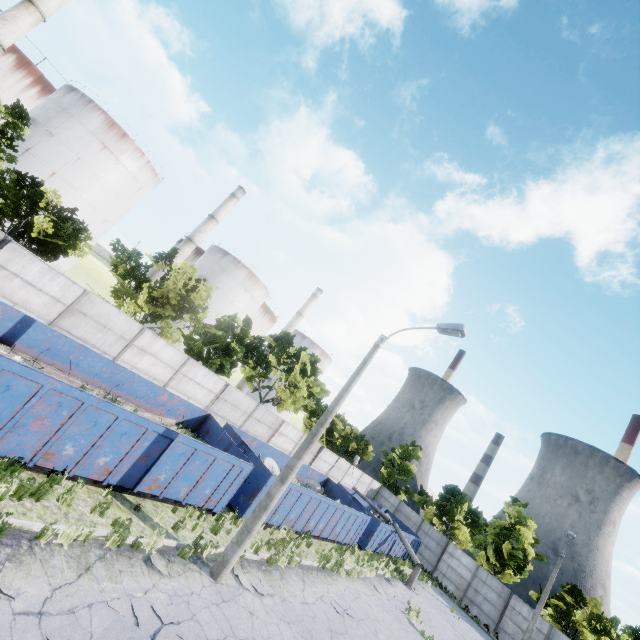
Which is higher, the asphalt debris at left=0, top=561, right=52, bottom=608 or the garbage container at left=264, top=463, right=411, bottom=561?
the garbage container at left=264, top=463, right=411, bottom=561

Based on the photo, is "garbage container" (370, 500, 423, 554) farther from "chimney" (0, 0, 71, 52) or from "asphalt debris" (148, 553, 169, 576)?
"chimney" (0, 0, 71, 52)

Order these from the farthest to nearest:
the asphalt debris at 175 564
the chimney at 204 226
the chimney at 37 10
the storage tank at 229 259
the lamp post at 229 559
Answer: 1. the storage tank at 229 259
2. the chimney at 204 226
3. the chimney at 37 10
4. the lamp post at 229 559
5. the asphalt debris at 175 564

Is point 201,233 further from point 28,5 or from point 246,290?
point 28,5

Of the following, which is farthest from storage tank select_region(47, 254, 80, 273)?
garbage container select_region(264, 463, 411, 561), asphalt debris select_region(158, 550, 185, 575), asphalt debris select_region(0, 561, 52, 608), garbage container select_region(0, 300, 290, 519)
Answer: asphalt debris select_region(0, 561, 52, 608)

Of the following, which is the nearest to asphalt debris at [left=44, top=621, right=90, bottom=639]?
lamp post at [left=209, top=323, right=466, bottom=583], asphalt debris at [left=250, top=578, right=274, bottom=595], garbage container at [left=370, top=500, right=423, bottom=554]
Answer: lamp post at [left=209, top=323, right=466, bottom=583]

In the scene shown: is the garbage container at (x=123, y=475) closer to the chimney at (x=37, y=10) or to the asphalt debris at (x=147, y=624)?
the asphalt debris at (x=147, y=624)

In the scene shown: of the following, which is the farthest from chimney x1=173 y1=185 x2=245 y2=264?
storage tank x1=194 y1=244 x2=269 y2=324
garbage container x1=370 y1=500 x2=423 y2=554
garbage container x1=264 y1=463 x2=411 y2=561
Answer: garbage container x1=370 y1=500 x2=423 y2=554
